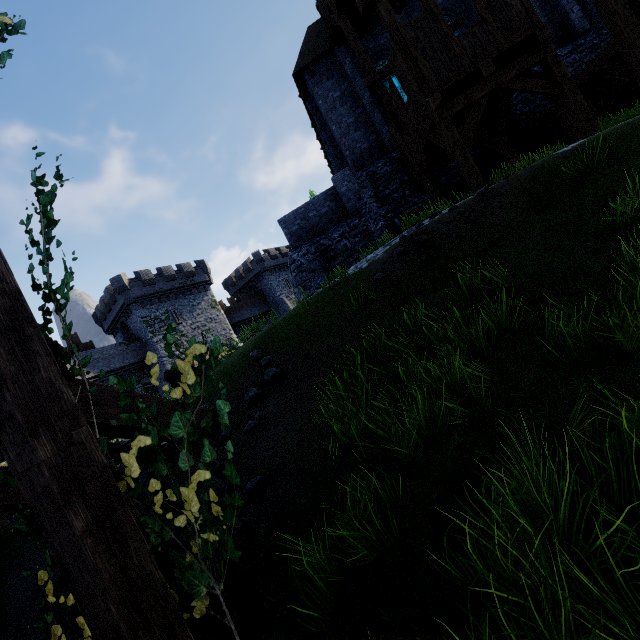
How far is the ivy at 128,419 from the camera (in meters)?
2.37

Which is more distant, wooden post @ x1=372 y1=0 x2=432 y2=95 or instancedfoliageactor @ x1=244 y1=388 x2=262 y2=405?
wooden post @ x1=372 y1=0 x2=432 y2=95

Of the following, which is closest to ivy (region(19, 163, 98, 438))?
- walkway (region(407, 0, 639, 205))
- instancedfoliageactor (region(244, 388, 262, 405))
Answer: instancedfoliageactor (region(244, 388, 262, 405))

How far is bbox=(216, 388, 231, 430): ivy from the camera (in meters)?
2.31

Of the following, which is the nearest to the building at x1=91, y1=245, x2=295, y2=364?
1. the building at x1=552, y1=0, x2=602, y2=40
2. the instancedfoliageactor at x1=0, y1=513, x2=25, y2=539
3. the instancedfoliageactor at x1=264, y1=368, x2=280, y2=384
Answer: the building at x1=552, y1=0, x2=602, y2=40

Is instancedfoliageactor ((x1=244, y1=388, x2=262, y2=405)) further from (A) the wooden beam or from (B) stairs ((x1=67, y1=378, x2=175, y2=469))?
(A) the wooden beam

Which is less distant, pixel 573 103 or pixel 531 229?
pixel 531 229

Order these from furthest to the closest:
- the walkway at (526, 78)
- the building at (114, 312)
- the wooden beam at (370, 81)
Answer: the building at (114, 312) < the wooden beam at (370, 81) < the walkway at (526, 78)
